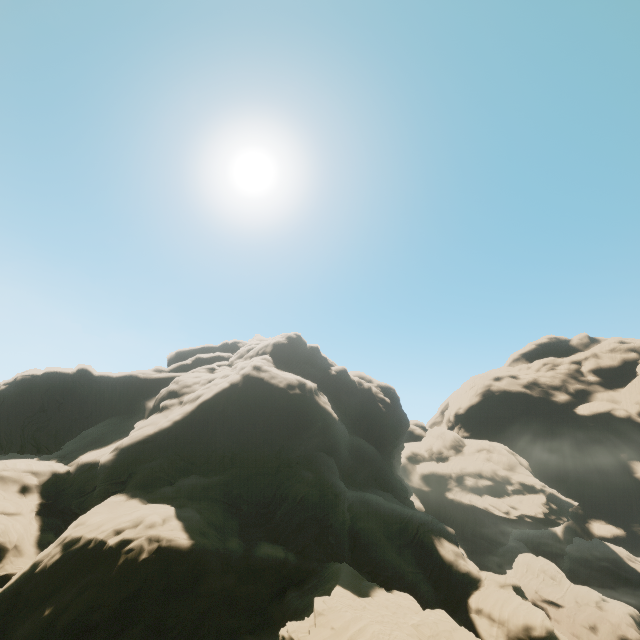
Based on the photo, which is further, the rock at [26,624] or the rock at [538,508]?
the rock at [538,508]

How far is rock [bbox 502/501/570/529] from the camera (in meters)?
57.05

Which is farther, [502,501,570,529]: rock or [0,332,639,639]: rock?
[502,501,570,529]: rock

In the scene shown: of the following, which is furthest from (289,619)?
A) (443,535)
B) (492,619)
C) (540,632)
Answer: (443,535)

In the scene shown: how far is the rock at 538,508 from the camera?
57.0m
